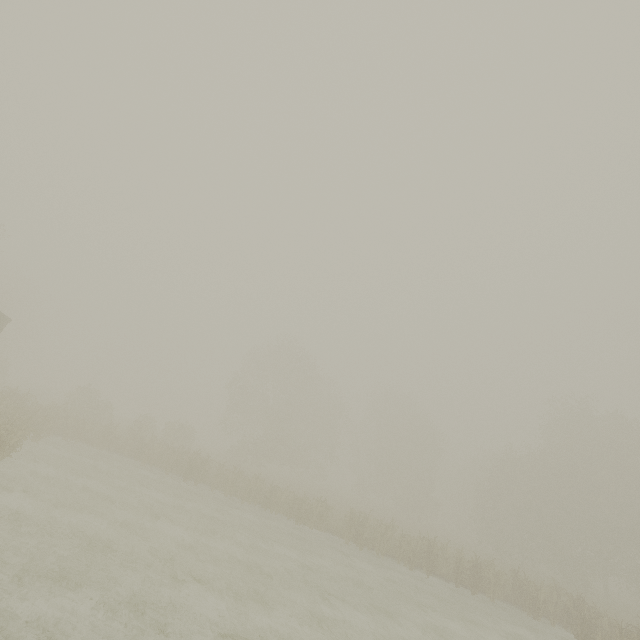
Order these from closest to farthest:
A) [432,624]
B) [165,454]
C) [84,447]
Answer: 1. [432,624]
2. [84,447]
3. [165,454]
